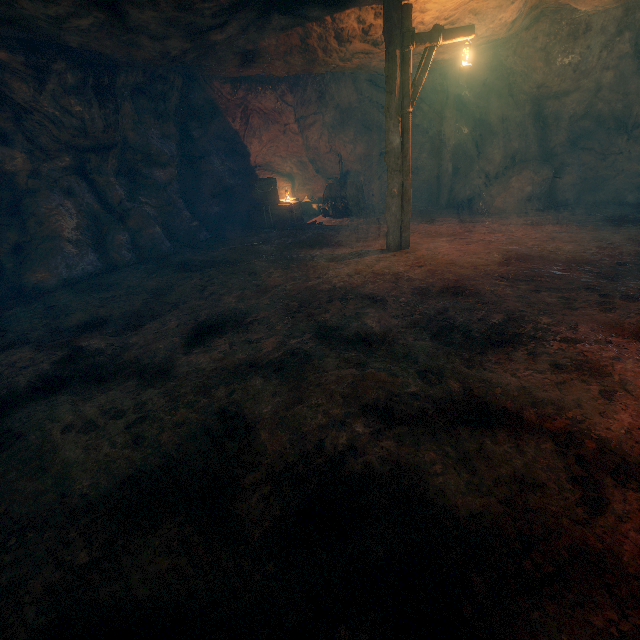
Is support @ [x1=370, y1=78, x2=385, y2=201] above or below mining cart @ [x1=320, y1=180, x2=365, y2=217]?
above

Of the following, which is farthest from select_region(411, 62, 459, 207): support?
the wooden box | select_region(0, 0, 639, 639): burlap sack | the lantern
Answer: the lantern

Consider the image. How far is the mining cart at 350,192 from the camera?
12.4 meters

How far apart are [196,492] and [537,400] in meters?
3.2 m

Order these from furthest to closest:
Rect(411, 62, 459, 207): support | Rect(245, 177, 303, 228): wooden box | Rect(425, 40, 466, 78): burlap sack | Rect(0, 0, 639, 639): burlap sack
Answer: Rect(245, 177, 303, 228): wooden box, Rect(411, 62, 459, 207): support, Rect(425, 40, 466, 78): burlap sack, Rect(0, 0, 639, 639): burlap sack

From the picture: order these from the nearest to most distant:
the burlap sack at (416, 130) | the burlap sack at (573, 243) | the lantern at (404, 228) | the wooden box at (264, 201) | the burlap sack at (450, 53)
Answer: the burlap sack at (573, 243) → the lantern at (404, 228) → the burlap sack at (450, 53) → the wooden box at (264, 201) → the burlap sack at (416, 130)

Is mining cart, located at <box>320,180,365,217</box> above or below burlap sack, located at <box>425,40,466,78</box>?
below
